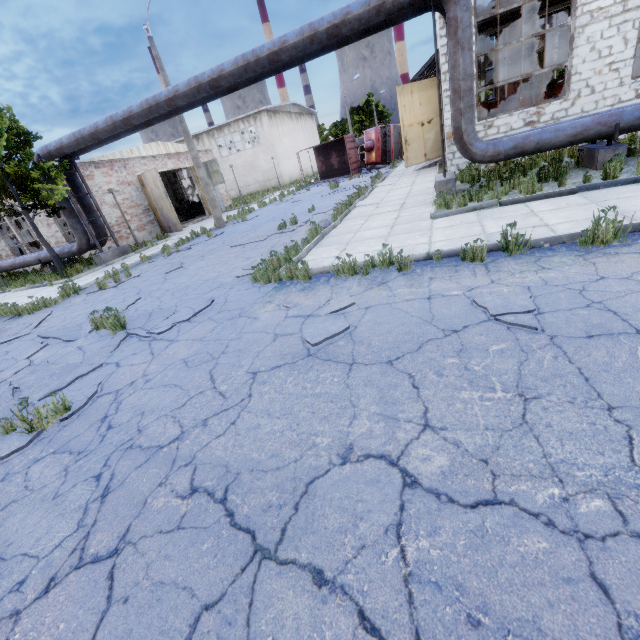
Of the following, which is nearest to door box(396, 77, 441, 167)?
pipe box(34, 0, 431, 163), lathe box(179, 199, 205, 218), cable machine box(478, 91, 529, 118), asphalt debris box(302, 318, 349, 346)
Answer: cable machine box(478, 91, 529, 118)

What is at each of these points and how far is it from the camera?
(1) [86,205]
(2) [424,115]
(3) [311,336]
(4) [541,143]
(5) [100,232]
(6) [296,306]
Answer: (1) pipe, 15.8 meters
(2) door, 17.2 meters
(3) asphalt debris, 4.1 meters
(4) pipe, 8.4 meters
(5) pipe, 16.4 meters
(6) asphalt debris, 5.3 meters

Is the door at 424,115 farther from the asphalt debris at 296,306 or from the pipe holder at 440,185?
the asphalt debris at 296,306

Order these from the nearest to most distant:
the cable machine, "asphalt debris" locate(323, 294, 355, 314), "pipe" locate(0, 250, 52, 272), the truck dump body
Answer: "asphalt debris" locate(323, 294, 355, 314), "pipe" locate(0, 250, 52, 272), the cable machine, the truck dump body

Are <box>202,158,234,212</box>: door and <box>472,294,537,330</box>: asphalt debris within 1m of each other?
no

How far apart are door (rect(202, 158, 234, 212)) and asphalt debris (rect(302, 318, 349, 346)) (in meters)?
23.74

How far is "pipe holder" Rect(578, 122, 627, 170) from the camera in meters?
8.0 m

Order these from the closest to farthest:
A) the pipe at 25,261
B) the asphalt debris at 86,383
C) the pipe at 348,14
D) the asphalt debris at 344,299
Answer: the asphalt debris at 86,383 < the asphalt debris at 344,299 < the pipe at 348,14 < the pipe at 25,261
